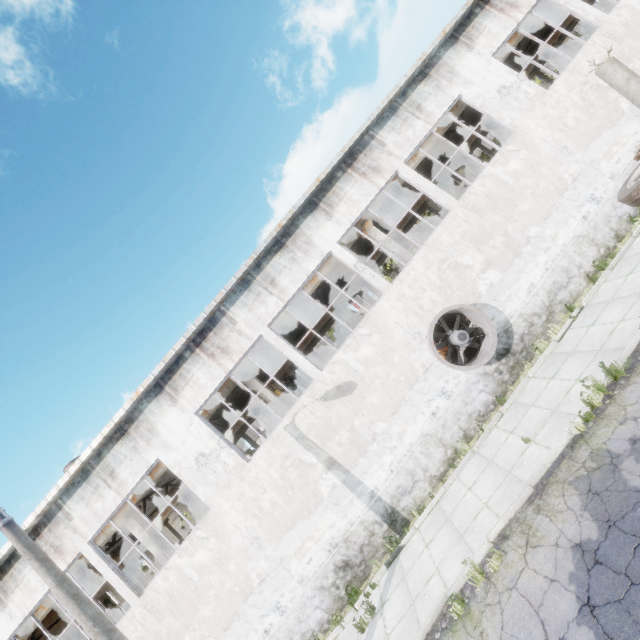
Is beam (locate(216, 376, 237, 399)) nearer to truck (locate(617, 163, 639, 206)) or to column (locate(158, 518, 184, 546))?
truck (locate(617, 163, 639, 206))

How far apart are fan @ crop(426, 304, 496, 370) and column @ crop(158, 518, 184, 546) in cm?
2588

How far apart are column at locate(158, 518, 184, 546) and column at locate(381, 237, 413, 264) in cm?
2694

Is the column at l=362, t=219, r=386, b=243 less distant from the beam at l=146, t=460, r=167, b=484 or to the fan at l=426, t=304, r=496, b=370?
the beam at l=146, t=460, r=167, b=484

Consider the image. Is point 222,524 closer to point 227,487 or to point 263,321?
point 227,487

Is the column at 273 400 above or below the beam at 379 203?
below

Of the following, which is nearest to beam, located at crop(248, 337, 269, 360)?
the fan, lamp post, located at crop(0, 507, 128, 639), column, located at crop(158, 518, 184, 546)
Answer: the fan

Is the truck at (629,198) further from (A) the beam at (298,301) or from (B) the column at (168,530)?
(B) the column at (168,530)
